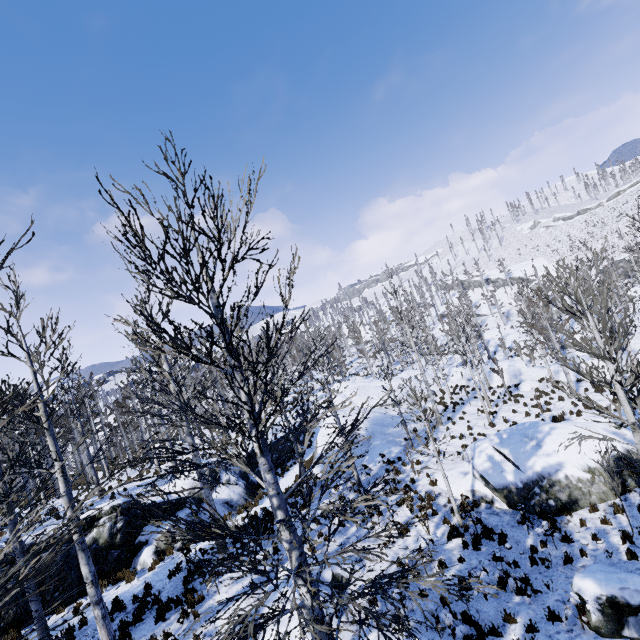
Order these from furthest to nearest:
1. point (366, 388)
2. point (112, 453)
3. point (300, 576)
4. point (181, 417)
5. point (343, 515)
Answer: point (112, 453), point (366, 388), point (343, 515), point (181, 417), point (300, 576)

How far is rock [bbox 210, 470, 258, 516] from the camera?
17.2 meters

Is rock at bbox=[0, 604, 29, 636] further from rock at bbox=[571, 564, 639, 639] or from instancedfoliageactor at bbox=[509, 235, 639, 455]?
rock at bbox=[571, 564, 639, 639]

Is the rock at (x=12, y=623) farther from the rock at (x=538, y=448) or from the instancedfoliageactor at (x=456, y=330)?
the rock at (x=538, y=448)

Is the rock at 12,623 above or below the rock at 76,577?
above

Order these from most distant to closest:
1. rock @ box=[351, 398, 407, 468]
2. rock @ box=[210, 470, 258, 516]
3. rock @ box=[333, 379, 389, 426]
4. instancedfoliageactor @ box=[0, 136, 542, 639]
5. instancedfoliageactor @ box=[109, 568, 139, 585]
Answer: → rock @ box=[333, 379, 389, 426], rock @ box=[351, 398, 407, 468], rock @ box=[210, 470, 258, 516], instancedfoliageactor @ box=[109, 568, 139, 585], instancedfoliageactor @ box=[0, 136, 542, 639]
